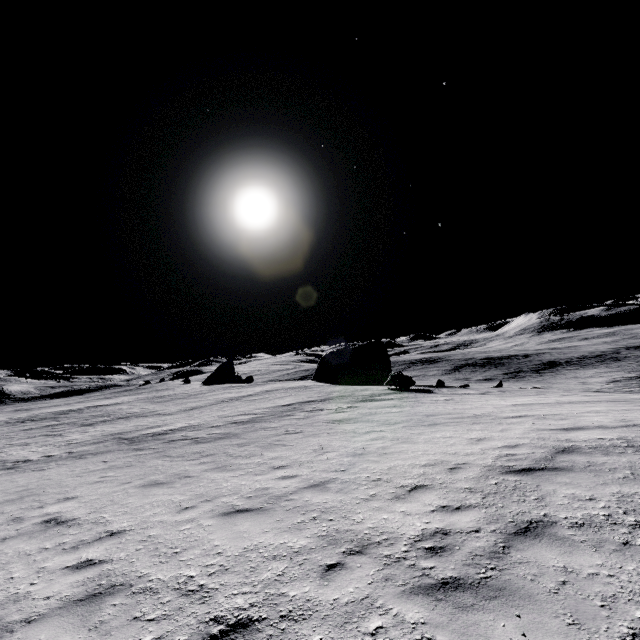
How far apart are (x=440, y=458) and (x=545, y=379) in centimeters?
6452cm

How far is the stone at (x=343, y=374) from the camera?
28.08m

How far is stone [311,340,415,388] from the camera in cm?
2808
